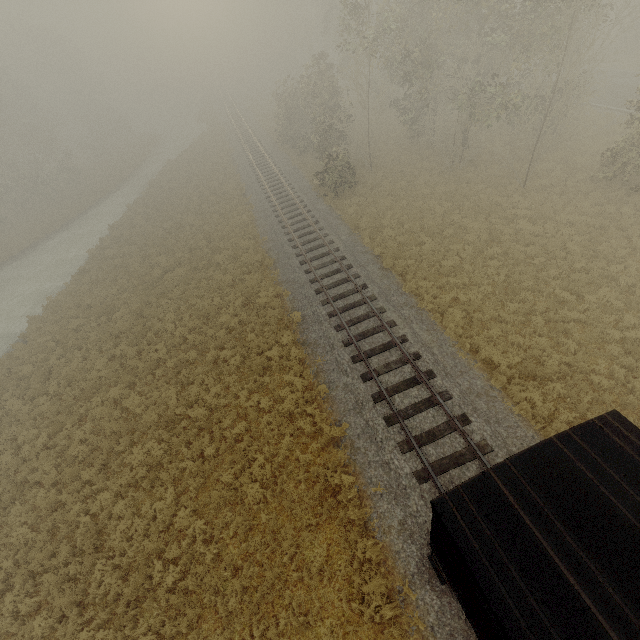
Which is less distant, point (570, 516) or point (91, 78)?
point (570, 516)
